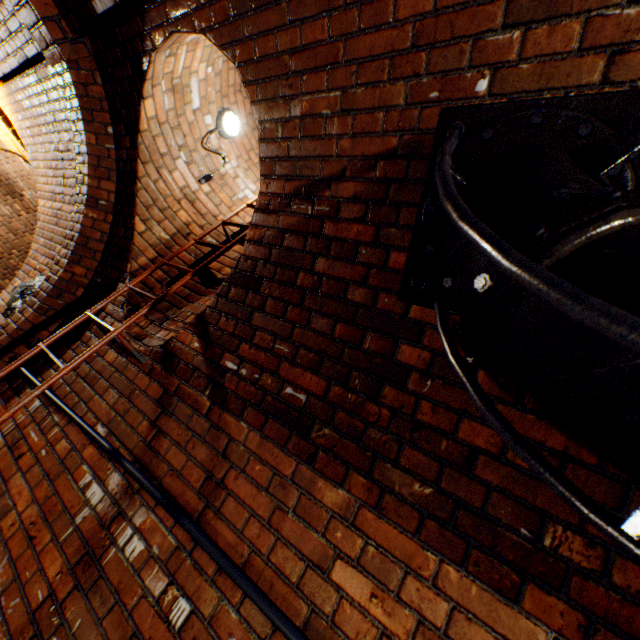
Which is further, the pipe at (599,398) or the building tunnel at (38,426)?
the building tunnel at (38,426)

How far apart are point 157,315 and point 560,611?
2.6m

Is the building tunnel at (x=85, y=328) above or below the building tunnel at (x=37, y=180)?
below

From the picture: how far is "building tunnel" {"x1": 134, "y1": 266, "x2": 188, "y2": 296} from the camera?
2.62m

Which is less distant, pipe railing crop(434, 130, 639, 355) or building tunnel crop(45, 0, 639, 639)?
pipe railing crop(434, 130, 639, 355)

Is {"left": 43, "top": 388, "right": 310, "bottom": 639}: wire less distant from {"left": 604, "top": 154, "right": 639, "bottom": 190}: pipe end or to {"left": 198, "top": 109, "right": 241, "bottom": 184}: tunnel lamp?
{"left": 604, "top": 154, "right": 639, "bottom": 190}: pipe end

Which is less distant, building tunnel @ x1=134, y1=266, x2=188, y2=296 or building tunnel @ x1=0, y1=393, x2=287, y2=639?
building tunnel @ x1=0, y1=393, x2=287, y2=639

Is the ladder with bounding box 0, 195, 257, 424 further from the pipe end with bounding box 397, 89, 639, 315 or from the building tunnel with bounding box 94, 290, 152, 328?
the pipe end with bounding box 397, 89, 639, 315
